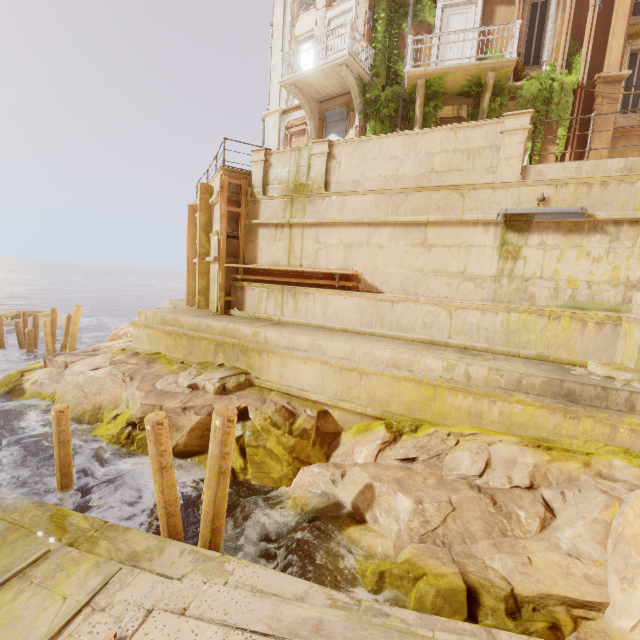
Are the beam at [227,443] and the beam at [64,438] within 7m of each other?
yes

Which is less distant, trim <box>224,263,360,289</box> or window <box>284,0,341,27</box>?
trim <box>224,263,360,289</box>

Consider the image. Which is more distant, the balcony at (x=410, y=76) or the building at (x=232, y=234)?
the building at (x=232, y=234)

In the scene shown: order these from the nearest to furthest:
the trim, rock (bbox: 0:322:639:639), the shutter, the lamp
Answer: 1. rock (bbox: 0:322:639:639)
2. the lamp
3. the trim
4. the shutter

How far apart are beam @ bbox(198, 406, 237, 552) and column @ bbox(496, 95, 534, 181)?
7.9 meters

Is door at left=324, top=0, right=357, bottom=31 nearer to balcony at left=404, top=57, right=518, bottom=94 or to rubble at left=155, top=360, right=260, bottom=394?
balcony at left=404, top=57, right=518, bottom=94

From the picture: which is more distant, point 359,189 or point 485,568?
point 359,189

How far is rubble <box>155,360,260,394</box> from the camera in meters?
8.4 m
